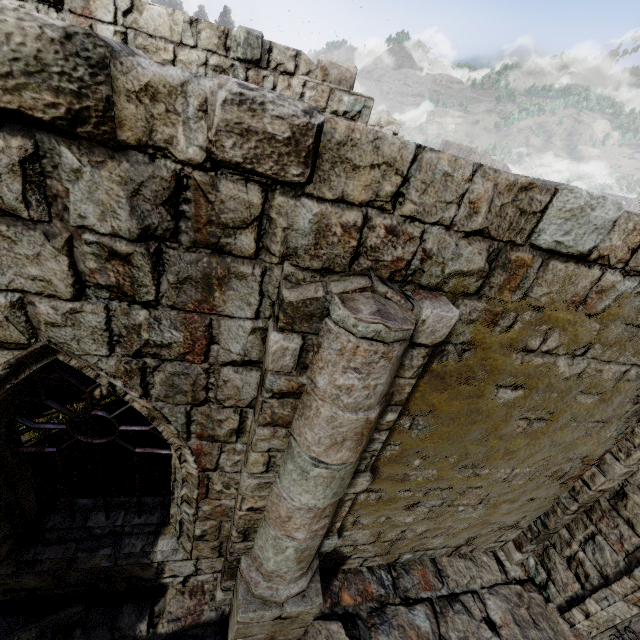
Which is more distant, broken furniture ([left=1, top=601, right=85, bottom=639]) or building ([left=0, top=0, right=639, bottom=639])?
broken furniture ([left=1, top=601, right=85, bottom=639])

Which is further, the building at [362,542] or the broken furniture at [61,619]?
the broken furniture at [61,619]

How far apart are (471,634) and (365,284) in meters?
6.2 m
